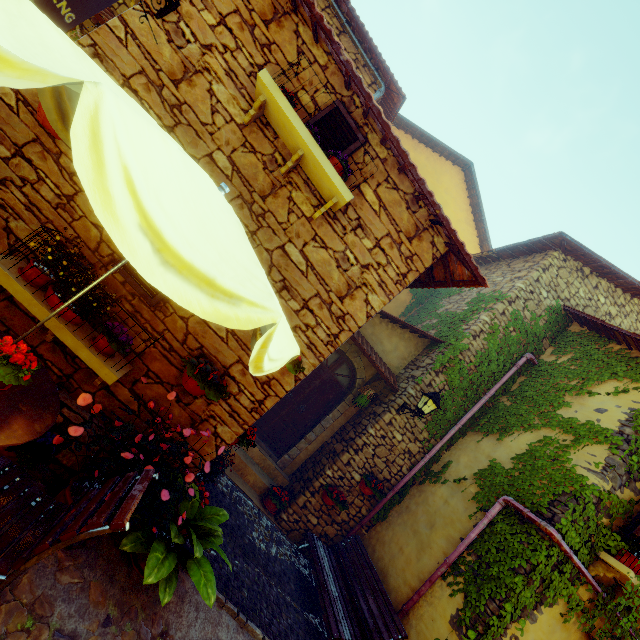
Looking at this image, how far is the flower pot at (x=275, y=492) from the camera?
6.5 meters

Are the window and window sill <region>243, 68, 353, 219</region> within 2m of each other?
yes

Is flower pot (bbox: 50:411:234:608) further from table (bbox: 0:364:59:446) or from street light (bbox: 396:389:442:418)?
street light (bbox: 396:389:442:418)

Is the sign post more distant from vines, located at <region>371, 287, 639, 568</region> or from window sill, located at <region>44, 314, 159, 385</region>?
vines, located at <region>371, 287, 639, 568</region>

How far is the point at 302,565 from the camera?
6.2m

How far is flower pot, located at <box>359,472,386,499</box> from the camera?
6.7 meters

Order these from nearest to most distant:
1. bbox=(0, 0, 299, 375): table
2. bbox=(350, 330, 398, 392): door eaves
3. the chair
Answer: bbox=(0, 0, 299, 375): table → the chair → bbox=(350, 330, 398, 392): door eaves

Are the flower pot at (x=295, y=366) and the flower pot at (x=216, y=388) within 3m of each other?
yes
